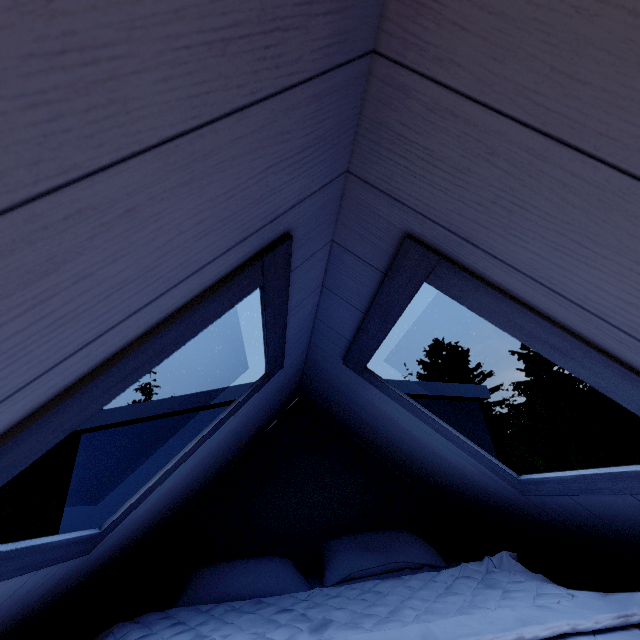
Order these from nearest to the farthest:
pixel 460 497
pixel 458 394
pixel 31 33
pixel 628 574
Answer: pixel 31 33 → pixel 628 574 → pixel 460 497 → pixel 458 394
